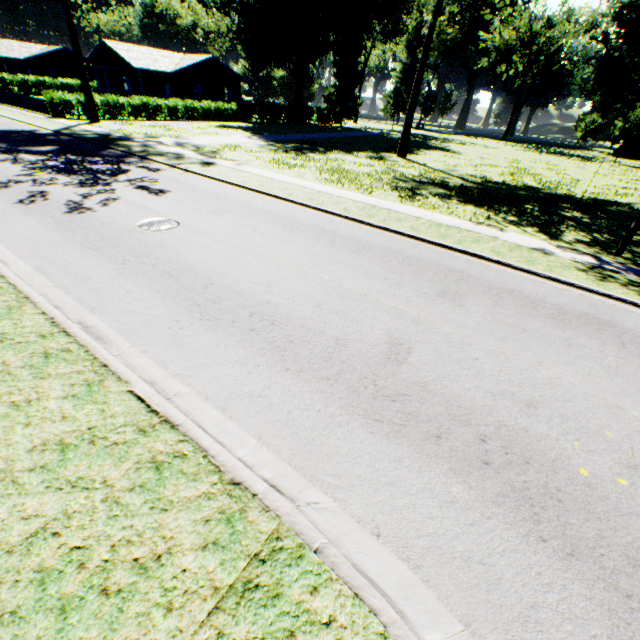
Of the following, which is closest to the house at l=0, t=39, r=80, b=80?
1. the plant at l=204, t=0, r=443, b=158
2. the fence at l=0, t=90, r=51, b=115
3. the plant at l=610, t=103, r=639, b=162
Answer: the fence at l=0, t=90, r=51, b=115

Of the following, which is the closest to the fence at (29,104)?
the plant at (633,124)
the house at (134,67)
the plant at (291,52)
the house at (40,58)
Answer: the house at (134,67)

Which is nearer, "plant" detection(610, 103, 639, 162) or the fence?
the fence

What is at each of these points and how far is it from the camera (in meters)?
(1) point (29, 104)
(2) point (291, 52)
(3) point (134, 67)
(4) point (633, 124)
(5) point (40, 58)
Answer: (1) fence, 29.91
(2) plant, 42.44
(3) house, 35.00
(4) plant, 37.25
(5) house, 51.47

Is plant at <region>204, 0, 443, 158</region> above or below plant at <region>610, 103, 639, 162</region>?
above

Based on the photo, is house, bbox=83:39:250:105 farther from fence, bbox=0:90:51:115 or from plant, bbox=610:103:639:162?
plant, bbox=610:103:639:162

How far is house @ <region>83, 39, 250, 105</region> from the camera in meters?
36.8

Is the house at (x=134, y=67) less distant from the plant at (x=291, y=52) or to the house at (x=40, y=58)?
the house at (x=40, y=58)
